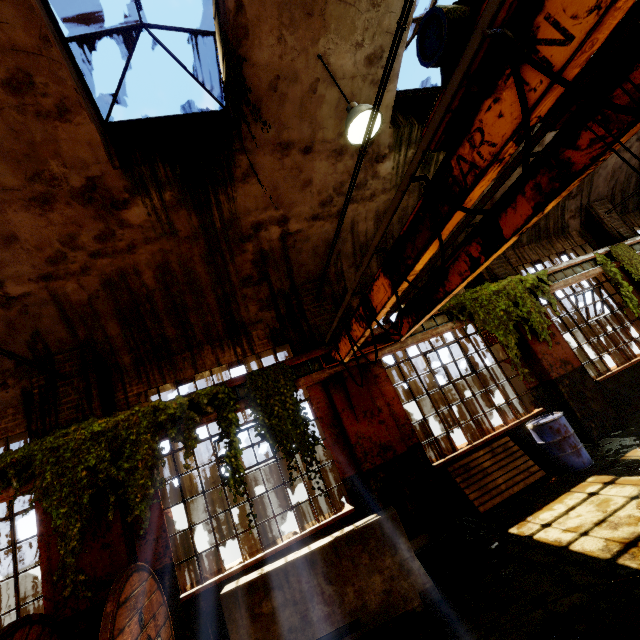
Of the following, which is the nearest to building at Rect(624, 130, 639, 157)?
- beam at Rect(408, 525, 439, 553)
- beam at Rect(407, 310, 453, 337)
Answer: beam at Rect(408, 525, 439, 553)

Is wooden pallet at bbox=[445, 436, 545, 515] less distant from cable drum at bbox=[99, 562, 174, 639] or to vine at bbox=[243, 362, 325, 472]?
vine at bbox=[243, 362, 325, 472]

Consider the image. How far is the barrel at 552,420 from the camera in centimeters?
602cm

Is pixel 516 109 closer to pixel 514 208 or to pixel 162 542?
pixel 514 208

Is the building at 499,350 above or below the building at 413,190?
below

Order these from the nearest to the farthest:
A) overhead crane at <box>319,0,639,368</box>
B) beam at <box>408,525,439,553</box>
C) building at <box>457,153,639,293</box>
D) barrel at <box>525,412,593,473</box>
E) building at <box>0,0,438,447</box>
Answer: overhead crane at <box>319,0,639,368</box>, building at <box>0,0,438,447</box>, beam at <box>408,525,439,553</box>, barrel at <box>525,412,593,473</box>, building at <box>457,153,639,293</box>

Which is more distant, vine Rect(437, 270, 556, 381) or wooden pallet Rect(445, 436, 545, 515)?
vine Rect(437, 270, 556, 381)
